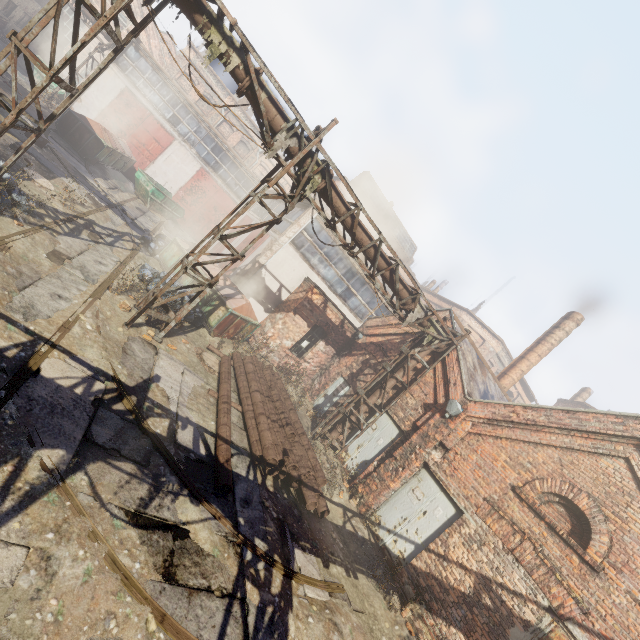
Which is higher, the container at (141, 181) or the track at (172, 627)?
the container at (141, 181)

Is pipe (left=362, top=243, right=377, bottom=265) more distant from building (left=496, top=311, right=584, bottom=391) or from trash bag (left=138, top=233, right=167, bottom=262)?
trash bag (left=138, top=233, right=167, bottom=262)

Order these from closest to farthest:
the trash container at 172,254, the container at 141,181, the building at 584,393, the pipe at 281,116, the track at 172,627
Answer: the track at 172,627
the pipe at 281,116
the trash container at 172,254
the container at 141,181
the building at 584,393

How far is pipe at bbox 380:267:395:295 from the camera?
9.9m

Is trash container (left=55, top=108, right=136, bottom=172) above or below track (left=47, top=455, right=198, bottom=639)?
above

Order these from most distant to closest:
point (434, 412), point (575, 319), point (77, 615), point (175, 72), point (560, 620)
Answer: point (175, 72), point (575, 319), point (434, 412), point (560, 620), point (77, 615)

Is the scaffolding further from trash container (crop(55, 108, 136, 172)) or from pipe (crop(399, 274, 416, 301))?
trash container (crop(55, 108, 136, 172))

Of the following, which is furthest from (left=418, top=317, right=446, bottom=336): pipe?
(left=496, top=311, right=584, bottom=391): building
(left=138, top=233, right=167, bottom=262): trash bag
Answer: (left=138, top=233, right=167, bottom=262): trash bag
